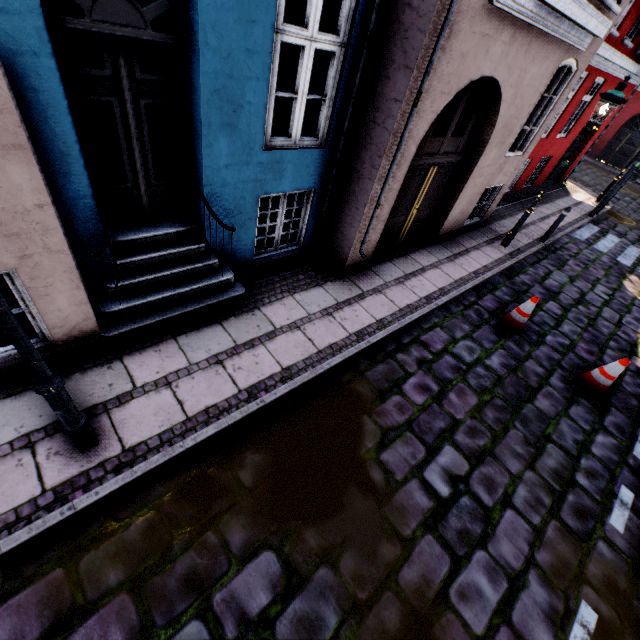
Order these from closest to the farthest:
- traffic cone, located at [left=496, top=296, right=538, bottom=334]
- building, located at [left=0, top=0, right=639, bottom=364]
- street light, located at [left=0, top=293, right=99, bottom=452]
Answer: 1. street light, located at [left=0, top=293, right=99, bottom=452]
2. building, located at [left=0, top=0, right=639, bottom=364]
3. traffic cone, located at [left=496, top=296, right=538, bottom=334]

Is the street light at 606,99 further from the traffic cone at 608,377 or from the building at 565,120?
the traffic cone at 608,377

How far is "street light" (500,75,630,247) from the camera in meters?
6.3

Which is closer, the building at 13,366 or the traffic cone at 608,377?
the building at 13,366

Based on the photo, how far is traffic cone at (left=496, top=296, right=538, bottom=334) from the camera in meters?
6.1 m

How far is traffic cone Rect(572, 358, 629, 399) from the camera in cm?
540

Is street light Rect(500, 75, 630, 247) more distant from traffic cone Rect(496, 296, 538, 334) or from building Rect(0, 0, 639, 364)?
traffic cone Rect(496, 296, 538, 334)

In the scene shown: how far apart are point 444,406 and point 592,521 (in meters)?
2.15
